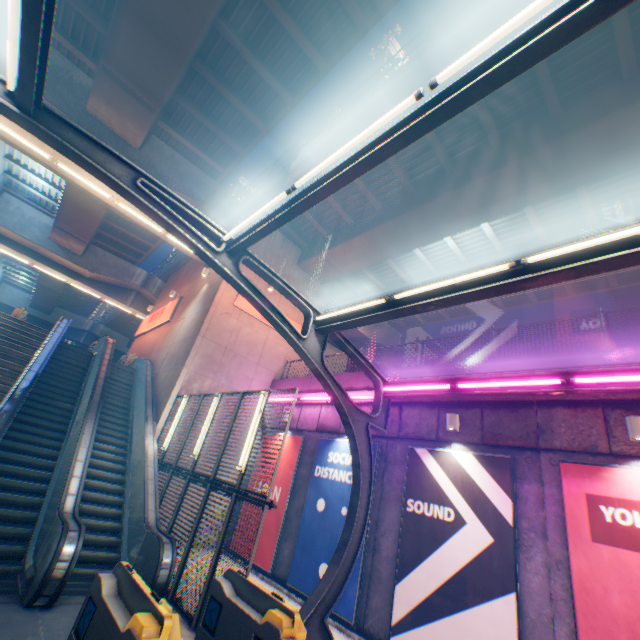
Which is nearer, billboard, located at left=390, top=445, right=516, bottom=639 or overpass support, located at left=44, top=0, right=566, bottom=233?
billboard, located at left=390, top=445, right=516, bottom=639

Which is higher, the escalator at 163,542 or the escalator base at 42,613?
the escalator at 163,542

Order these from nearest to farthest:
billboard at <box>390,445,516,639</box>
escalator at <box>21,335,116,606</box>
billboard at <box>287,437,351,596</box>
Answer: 1. escalator at <box>21,335,116,606</box>
2. billboard at <box>390,445,516,639</box>
3. billboard at <box>287,437,351,596</box>

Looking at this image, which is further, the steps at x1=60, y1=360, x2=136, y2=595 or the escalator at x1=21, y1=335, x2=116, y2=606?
the steps at x1=60, y1=360, x2=136, y2=595

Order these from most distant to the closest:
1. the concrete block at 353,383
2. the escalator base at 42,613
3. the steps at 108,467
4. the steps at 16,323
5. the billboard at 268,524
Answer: the concrete block at 353,383 → the billboard at 268,524 → the steps at 16,323 → the steps at 108,467 → the escalator base at 42,613

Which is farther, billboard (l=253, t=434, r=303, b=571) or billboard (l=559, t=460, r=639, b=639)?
billboard (l=253, t=434, r=303, b=571)

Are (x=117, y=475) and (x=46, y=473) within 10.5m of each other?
yes

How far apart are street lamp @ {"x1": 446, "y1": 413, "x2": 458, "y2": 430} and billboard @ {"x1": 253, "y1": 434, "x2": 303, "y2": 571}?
5.8m
